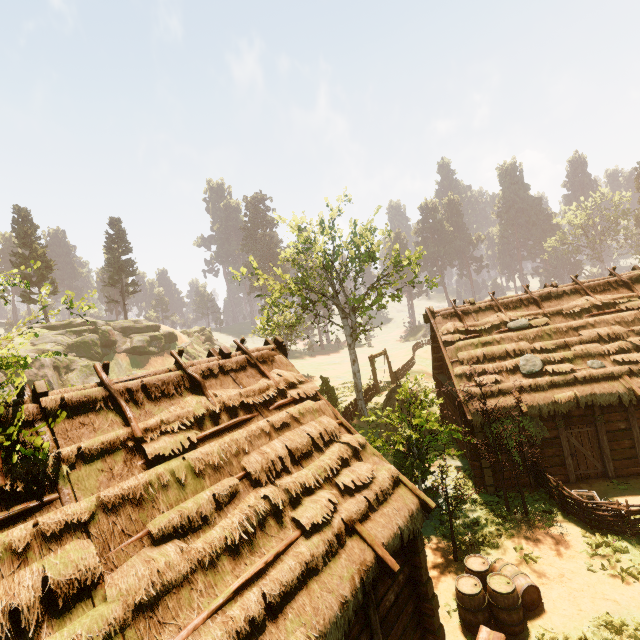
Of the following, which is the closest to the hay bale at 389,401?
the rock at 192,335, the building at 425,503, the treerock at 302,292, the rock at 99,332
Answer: the treerock at 302,292

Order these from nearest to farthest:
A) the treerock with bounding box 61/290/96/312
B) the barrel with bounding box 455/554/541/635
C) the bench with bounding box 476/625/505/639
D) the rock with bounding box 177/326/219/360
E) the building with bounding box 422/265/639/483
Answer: the bench with bounding box 476/625/505/639, the barrel with bounding box 455/554/541/635, the treerock with bounding box 61/290/96/312, the building with bounding box 422/265/639/483, the rock with bounding box 177/326/219/360

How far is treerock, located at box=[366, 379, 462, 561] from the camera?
10.8m

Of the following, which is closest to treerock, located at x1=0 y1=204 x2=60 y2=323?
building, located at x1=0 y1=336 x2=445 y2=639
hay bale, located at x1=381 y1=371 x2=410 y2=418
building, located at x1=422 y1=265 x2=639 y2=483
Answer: building, located at x1=422 y1=265 x2=639 y2=483

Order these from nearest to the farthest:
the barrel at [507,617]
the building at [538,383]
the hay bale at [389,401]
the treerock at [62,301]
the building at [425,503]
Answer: the building at [425,503]
the barrel at [507,617]
the treerock at [62,301]
the building at [538,383]
the hay bale at [389,401]

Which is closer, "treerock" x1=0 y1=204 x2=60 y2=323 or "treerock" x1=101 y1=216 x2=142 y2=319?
"treerock" x1=0 y1=204 x2=60 y2=323

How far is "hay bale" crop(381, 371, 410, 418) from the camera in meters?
19.1 m

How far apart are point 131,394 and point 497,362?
14.4 meters
